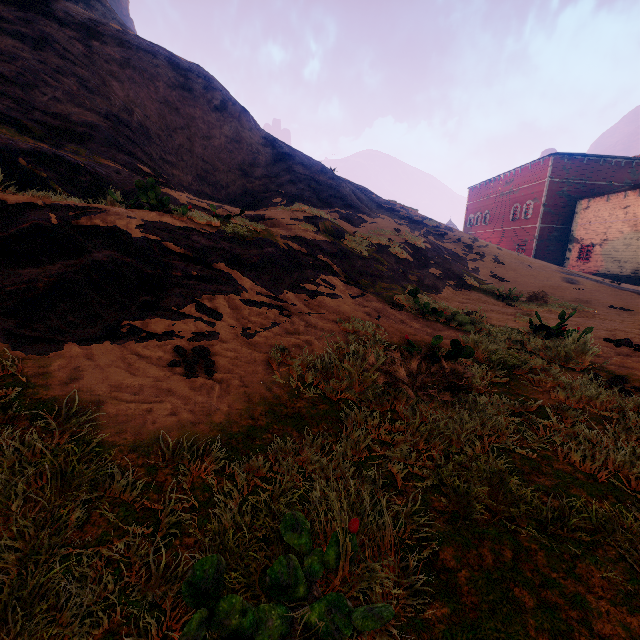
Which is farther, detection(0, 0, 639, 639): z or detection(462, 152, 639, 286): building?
detection(462, 152, 639, 286): building

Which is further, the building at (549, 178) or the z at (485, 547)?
the building at (549, 178)

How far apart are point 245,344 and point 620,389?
4.31m
